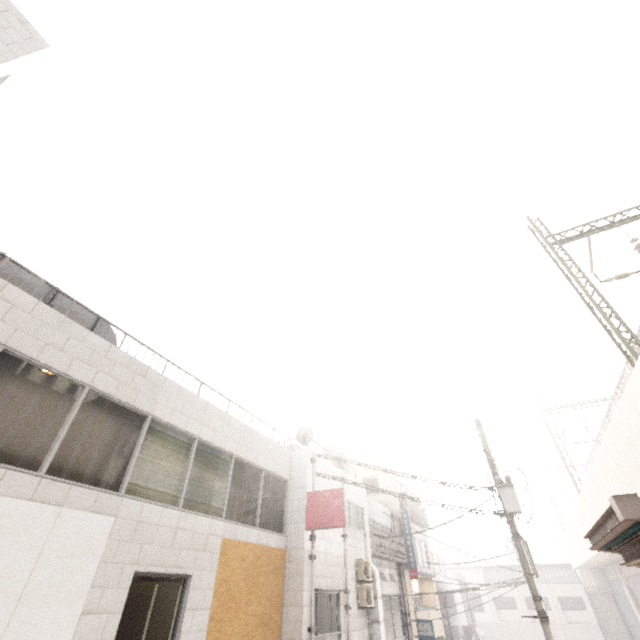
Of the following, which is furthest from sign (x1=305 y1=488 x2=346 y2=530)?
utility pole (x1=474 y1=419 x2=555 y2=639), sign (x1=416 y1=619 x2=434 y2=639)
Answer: sign (x1=416 y1=619 x2=434 y2=639)

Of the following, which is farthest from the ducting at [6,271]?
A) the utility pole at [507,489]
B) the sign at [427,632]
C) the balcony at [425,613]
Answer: the balcony at [425,613]

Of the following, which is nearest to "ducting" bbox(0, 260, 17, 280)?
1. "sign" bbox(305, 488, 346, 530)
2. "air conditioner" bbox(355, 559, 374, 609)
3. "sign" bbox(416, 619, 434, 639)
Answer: "sign" bbox(305, 488, 346, 530)

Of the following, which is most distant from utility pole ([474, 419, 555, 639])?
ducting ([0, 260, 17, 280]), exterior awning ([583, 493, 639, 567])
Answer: ducting ([0, 260, 17, 280])

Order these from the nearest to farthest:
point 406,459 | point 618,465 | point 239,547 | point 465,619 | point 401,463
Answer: point 239,547 → point 618,465 → point 401,463 → point 406,459 → point 465,619

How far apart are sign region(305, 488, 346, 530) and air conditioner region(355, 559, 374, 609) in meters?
3.8 m

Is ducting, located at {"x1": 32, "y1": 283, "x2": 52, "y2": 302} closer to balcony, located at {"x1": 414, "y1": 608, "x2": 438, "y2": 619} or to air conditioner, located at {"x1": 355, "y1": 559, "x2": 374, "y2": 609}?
air conditioner, located at {"x1": 355, "y1": 559, "x2": 374, "y2": 609}

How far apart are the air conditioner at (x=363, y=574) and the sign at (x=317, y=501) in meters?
3.8 m
